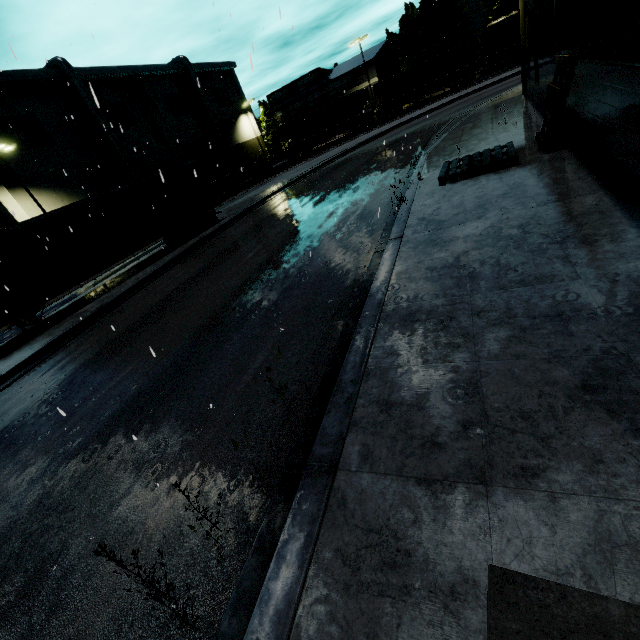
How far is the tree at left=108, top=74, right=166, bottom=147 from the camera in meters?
35.9 m

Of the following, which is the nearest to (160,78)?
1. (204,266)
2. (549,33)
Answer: (204,266)

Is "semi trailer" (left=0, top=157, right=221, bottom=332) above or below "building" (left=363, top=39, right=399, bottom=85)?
below

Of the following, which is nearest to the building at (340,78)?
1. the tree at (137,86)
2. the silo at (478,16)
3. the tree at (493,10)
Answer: the tree at (137,86)

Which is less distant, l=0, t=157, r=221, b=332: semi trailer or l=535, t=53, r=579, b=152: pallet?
l=535, t=53, r=579, b=152: pallet

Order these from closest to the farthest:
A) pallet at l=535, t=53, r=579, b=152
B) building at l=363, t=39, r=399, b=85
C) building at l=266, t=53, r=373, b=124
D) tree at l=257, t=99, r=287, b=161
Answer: pallet at l=535, t=53, r=579, b=152 < building at l=363, t=39, r=399, b=85 < building at l=266, t=53, r=373, b=124 < tree at l=257, t=99, r=287, b=161

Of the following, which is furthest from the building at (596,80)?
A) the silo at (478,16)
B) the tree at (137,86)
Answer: the silo at (478,16)
